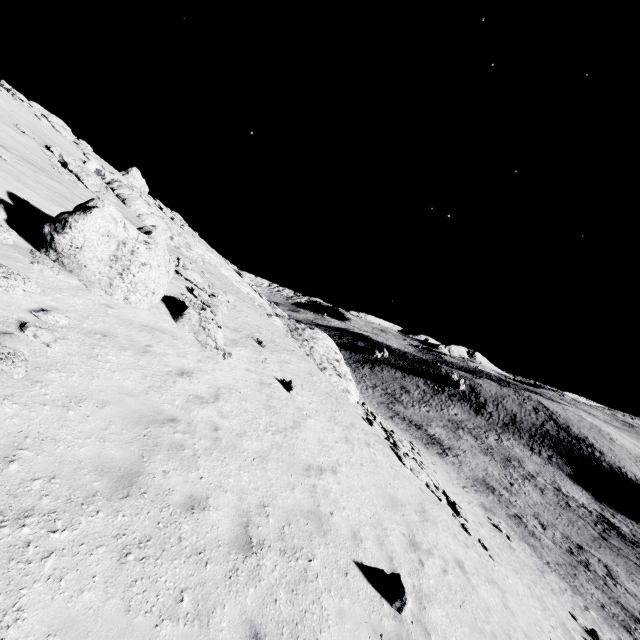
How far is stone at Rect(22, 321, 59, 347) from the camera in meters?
6.1 m

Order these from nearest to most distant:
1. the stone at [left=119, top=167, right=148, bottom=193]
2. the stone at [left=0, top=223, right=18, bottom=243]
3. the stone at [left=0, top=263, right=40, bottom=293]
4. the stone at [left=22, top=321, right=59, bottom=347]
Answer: the stone at [left=22, top=321, right=59, bottom=347] < the stone at [left=0, top=263, right=40, bottom=293] < the stone at [left=0, top=223, right=18, bottom=243] < the stone at [left=119, top=167, right=148, bottom=193]

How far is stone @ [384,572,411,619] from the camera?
6.40m

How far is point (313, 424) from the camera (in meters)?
12.15

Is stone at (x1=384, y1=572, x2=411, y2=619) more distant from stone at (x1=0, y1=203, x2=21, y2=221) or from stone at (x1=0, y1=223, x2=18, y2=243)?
stone at (x1=0, y1=203, x2=21, y2=221)

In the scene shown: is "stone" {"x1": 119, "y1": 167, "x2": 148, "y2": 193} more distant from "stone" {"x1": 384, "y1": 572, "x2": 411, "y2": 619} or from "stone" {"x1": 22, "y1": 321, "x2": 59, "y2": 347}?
"stone" {"x1": 384, "y1": 572, "x2": 411, "y2": 619}

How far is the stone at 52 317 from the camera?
6.70m

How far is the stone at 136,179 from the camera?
40.0 meters
